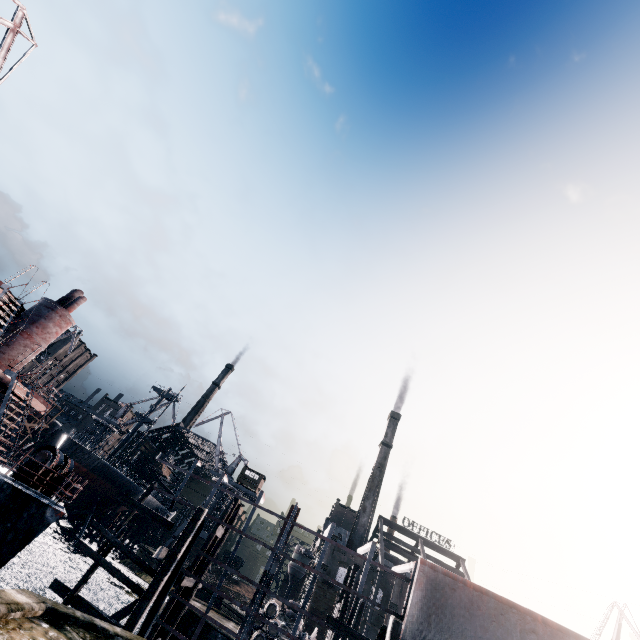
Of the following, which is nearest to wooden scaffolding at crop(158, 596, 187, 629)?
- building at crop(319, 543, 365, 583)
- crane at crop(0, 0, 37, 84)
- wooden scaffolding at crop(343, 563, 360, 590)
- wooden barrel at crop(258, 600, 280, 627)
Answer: wooden barrel at crop(258, 600, 280, 627)

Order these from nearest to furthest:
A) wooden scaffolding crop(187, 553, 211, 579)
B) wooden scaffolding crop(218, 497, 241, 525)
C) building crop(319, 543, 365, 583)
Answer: wooden scaffolding crop(187, 553, 211, 579) → wooden scaffolding crop(218, 497, 241, 525) → building crop(319, 543, 365, 583)

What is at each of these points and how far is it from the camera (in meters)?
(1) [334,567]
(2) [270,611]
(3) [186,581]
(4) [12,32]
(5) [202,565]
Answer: (1) building, 54.56
(2) wooden barrel, 22.36
(3) wooden scaffolding, 17.66
(4) crane, 26.61
(5) wooden scaffolding, 20.16

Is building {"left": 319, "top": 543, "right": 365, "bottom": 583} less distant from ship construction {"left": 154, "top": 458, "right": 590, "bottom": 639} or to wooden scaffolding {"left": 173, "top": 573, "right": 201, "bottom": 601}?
wooden scaffolding {"left": 173, "top": 573, "right": 201, "bottom": 601}

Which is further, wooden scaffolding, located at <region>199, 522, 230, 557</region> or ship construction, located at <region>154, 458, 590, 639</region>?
wooden scaffolding, located at <region>199, 522, 230, 557</region>

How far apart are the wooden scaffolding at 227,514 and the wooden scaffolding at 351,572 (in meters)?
8.30

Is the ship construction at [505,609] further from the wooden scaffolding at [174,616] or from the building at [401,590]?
the building at [401,590]

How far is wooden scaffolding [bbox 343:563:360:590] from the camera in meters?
19.3
